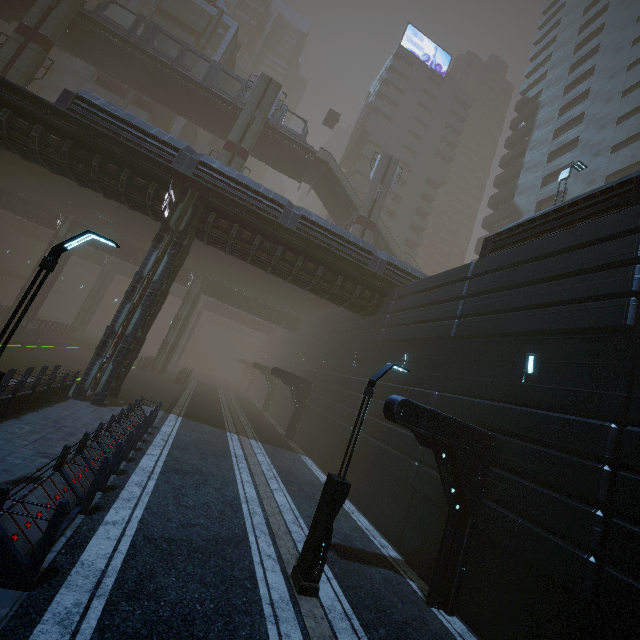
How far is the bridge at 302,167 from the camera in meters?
32.6 m

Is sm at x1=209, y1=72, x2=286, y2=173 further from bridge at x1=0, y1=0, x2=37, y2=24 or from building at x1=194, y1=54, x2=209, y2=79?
building at x1=194, y1=54, x2=209, y2=79

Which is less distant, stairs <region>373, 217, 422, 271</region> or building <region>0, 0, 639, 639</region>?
building <region>0, 0, 639, 639</region>

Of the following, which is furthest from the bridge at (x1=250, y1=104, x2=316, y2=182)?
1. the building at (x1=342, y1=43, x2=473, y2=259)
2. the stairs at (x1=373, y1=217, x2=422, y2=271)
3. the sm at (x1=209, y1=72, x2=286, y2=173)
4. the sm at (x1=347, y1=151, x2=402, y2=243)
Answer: the building at (x1=342, y1=43, x2=473, y2=259)

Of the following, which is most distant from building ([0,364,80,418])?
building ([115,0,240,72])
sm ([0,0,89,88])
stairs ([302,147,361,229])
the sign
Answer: the sign

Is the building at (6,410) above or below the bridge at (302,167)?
below

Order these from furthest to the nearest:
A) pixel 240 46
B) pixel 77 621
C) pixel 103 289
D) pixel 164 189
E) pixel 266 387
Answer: pixel 240 46 < pixel 103 289 < pixel 266 387 < pixel 164 189 < pixel 77 621

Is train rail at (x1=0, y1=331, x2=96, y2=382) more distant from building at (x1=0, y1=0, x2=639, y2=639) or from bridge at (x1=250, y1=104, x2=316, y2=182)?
bridge at (x1=250, y1=104, x2=316, y2=182)
